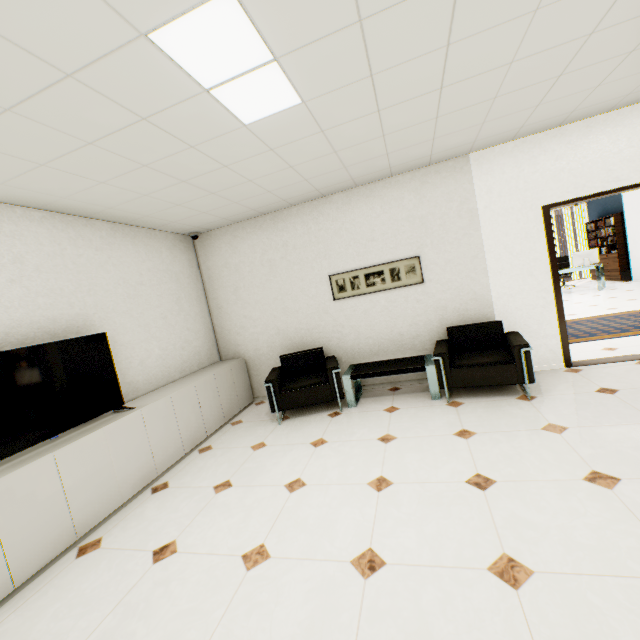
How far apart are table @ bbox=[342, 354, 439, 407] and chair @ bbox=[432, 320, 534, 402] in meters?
0.1 m

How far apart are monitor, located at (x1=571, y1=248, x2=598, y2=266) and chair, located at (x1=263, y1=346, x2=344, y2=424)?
9.4 meters

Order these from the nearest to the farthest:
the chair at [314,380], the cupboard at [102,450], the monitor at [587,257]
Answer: the cupboard at [102,450] < the chair at [314,380] < the monitor at [587,257]

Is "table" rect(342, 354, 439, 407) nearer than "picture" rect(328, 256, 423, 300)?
Yes

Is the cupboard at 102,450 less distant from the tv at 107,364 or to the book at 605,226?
the tv at 107,364

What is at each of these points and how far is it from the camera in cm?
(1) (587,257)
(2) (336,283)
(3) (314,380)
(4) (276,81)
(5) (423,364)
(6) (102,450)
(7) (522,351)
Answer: (1) monitor, 983
(2) picture, 491
(3) chair, 442
(4) light, 207
(5) table, 411
(6) cupboard, 291
(7) chair, 348

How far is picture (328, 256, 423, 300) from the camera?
4.6 meters

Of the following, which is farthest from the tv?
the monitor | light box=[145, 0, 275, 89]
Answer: the monitor
